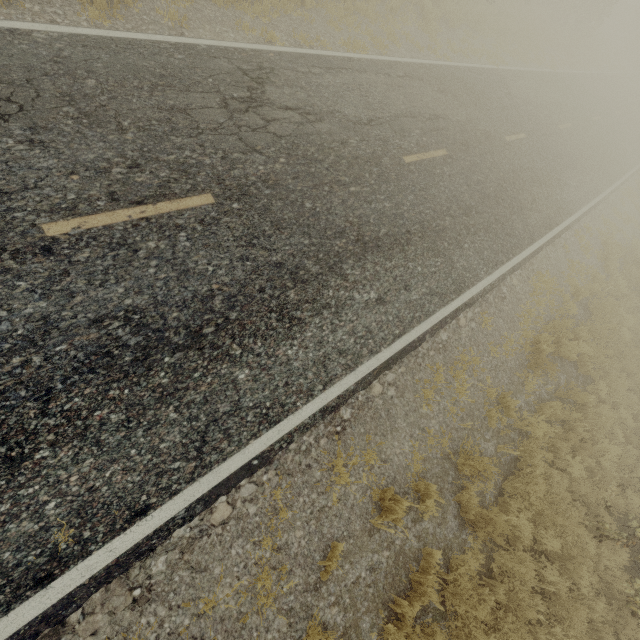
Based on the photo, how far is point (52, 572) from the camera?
3.0 meters
